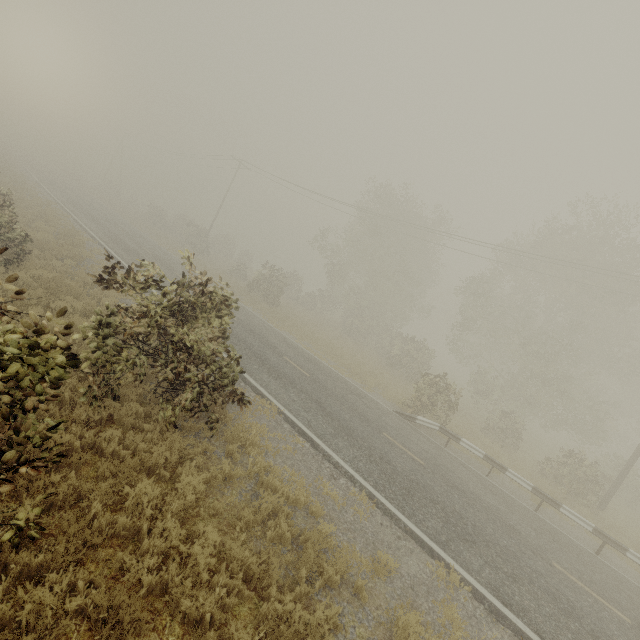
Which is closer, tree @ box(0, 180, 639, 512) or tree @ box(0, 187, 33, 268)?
tree @ box(0, 180, 639, 512)

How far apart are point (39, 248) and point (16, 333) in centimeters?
1577cm

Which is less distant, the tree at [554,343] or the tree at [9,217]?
the tree at [554,343]
